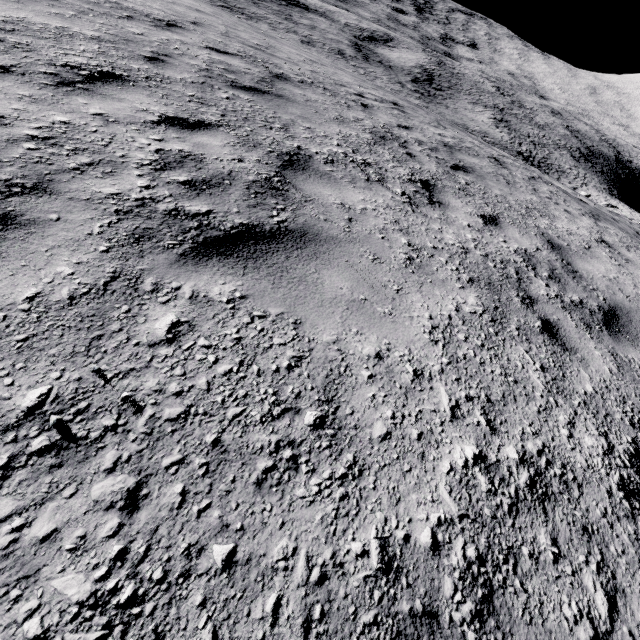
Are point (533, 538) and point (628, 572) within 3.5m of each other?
yes
